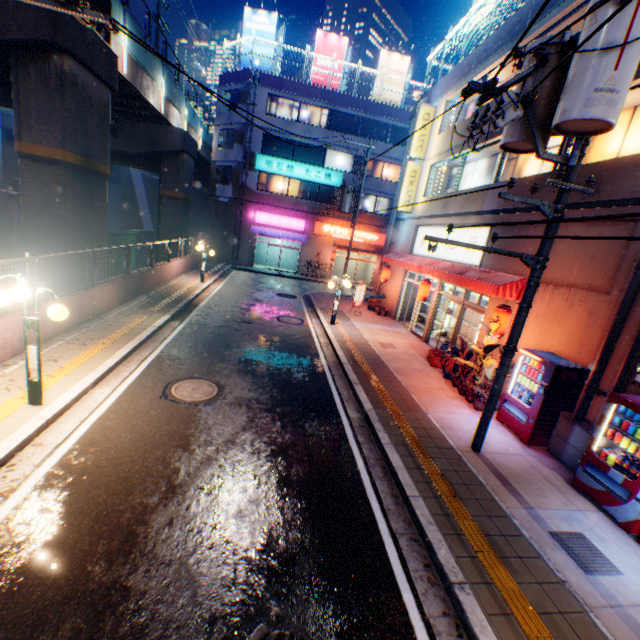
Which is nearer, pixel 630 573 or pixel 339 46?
pixel 630 573

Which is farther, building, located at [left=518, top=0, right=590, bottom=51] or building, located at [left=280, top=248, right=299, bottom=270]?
building, located at [left=280, top=248, right=299, bottom=270]

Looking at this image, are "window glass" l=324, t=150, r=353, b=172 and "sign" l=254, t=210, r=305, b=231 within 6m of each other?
yes

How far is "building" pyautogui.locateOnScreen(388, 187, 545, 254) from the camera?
10.2 meters

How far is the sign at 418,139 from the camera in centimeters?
1689cm

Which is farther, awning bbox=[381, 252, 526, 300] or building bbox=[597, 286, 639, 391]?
awning bbox=[381, 252, 526, 300]

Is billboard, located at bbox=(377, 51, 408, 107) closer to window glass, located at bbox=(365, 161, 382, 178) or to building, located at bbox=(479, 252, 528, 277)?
window glass, located at bbox=(365, 161, 382, 178)

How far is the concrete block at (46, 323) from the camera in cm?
839
